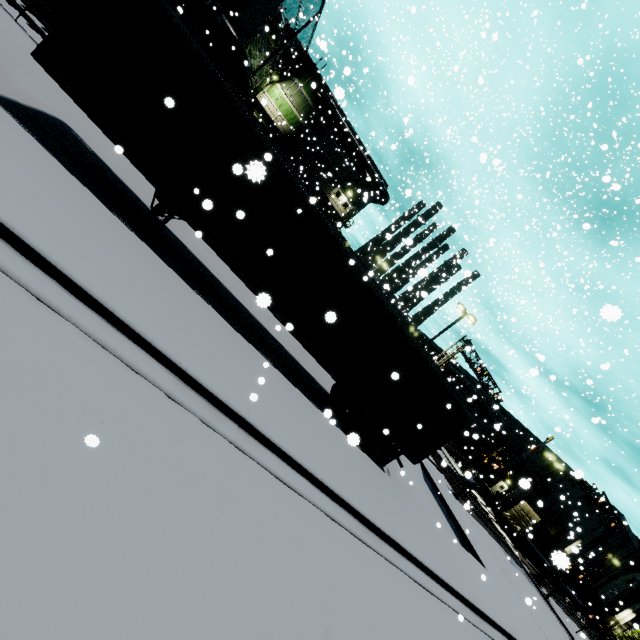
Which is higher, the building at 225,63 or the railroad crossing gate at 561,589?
the building at 225,63

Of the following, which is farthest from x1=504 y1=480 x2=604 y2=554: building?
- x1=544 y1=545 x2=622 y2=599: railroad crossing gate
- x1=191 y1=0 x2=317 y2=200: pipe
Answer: x1=544 y1=545 x2=622 y2=599: railroad crossing gate

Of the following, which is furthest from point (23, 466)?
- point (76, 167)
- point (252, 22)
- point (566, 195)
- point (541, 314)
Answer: point (566, 195)

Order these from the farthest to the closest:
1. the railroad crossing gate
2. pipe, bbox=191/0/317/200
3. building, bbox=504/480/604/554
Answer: building, bbox=504/480/604/554
the railroad crossing gate
pipe, bbox=191/0/317/200

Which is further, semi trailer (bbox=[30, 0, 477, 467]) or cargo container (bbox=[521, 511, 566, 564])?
semi trailer (bbox=[30, 0, 477, 467])

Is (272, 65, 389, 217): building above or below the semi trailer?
above

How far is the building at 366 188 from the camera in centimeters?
3359cm

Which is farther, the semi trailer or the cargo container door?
the cargo container door
